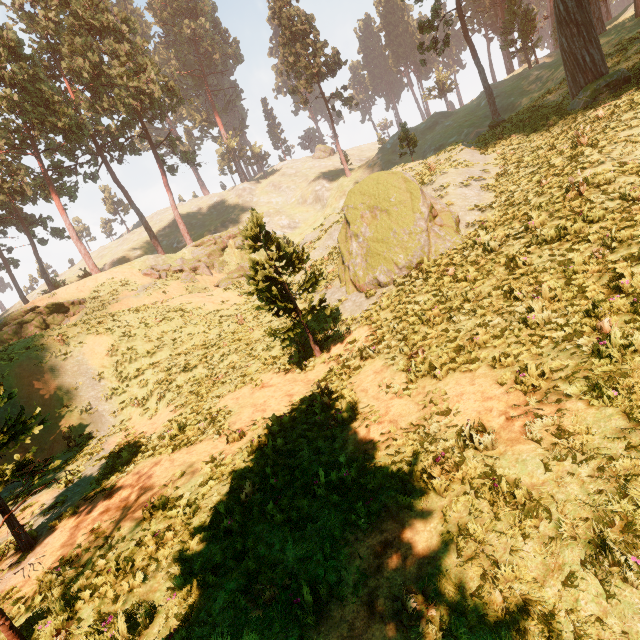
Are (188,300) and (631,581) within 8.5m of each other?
no

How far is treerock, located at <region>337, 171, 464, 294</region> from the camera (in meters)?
13.66

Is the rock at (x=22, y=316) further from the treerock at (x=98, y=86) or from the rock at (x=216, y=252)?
the rock at (x=216, y=252)

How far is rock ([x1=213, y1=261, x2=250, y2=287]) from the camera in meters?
32.5 m

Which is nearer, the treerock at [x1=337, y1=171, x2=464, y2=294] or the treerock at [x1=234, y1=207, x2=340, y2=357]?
the treerock at [x1=234, y1=207, x2=340, y2=357]

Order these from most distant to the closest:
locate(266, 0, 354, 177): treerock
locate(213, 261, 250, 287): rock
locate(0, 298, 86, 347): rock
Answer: locate(266, 0, 354, 177): treerock → locate(213, 261, 250, 287): rock → locate(0, 298, 86, 347): rock

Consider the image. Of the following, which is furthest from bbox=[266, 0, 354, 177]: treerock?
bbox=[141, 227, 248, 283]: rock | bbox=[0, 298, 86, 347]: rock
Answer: bbox=[141, 227, 248, 283]: rock

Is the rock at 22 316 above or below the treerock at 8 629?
above
